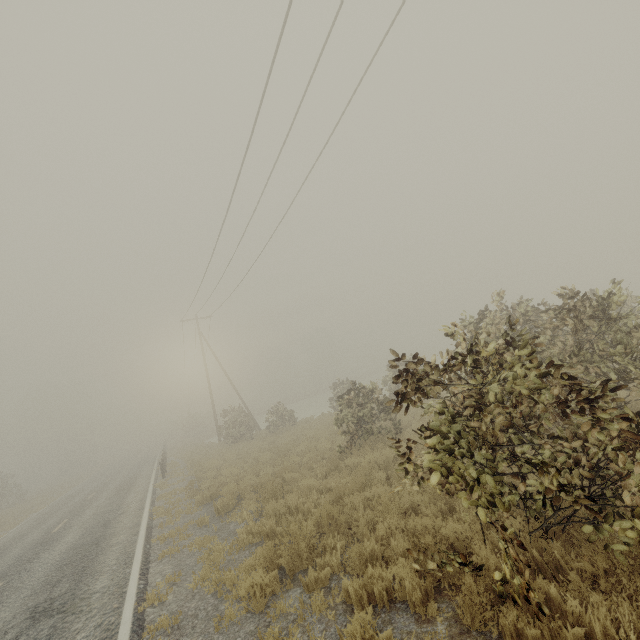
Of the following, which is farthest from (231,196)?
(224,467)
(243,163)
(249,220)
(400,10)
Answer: (224,467)
